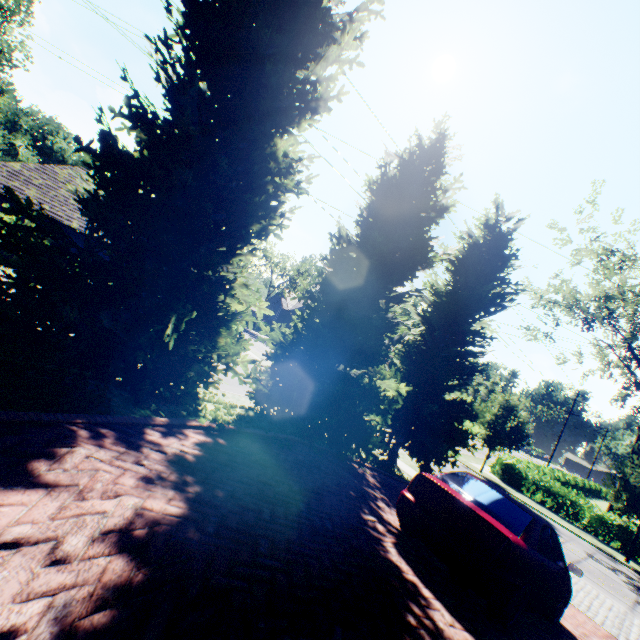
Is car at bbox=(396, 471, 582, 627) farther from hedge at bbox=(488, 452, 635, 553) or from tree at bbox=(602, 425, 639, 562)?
hedge at bbox=(488, 452, 635, 553)

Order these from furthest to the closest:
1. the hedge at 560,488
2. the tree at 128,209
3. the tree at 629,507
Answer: the hedge at 560,488 < the tree at 629,507 < the tree at 128,209

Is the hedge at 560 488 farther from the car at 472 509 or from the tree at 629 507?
the car at 472 509

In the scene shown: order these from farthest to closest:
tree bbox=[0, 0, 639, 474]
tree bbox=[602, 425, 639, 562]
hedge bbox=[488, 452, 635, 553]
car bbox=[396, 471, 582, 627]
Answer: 1. hedge bbox=[488, 452, 635, 553]
2. tree bbox=[602, 425, 639, 562]
3. tree bbox=[0, 0, 639, 474]
4. car bbox=[396, 471, 582, 627]

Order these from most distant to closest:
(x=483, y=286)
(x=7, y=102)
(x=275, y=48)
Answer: (x=7, y=102) < (x=483, y=286) < (x=275, y=48)

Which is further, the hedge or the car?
the hedge

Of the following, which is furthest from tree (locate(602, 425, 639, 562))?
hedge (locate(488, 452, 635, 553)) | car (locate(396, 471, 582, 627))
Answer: car (locate(396, 471, 582, 627))
